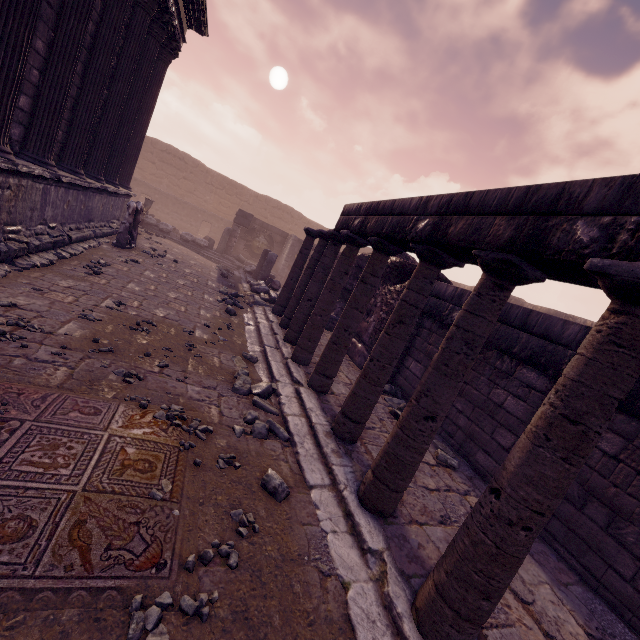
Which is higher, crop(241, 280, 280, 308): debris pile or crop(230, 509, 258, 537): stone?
crop(241, 280, 280, 308): debris pile

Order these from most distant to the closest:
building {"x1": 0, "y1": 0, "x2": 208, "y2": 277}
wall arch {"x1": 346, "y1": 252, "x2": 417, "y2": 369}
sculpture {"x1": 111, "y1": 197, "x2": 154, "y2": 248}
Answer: sculpture {"x1": 111, "y1": 197, "x2": 154, "y2": 248} → wall arch {"x1": 346, "y1": 252, "x2": 417, "y2": 369} → building {"x1": 0, "y1": 0, "x2": 208, "y2": 277}

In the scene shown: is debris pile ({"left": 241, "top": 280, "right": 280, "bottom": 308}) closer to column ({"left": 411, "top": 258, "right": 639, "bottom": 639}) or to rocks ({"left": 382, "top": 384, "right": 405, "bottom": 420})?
rocks ({"left": 382, "top": 384, "right": 405, "bottom": 420})

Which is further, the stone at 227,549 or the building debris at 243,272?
the building debris at 243,272

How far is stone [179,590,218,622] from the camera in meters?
1.7 m

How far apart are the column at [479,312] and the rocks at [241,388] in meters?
1.5 m

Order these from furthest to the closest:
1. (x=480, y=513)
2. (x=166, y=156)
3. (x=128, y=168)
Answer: (x=166, y=156) < (x=128, y=168) < (x=480, y=513)

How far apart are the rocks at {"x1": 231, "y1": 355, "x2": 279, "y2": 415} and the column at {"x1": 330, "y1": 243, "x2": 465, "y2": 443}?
0.7 meters
